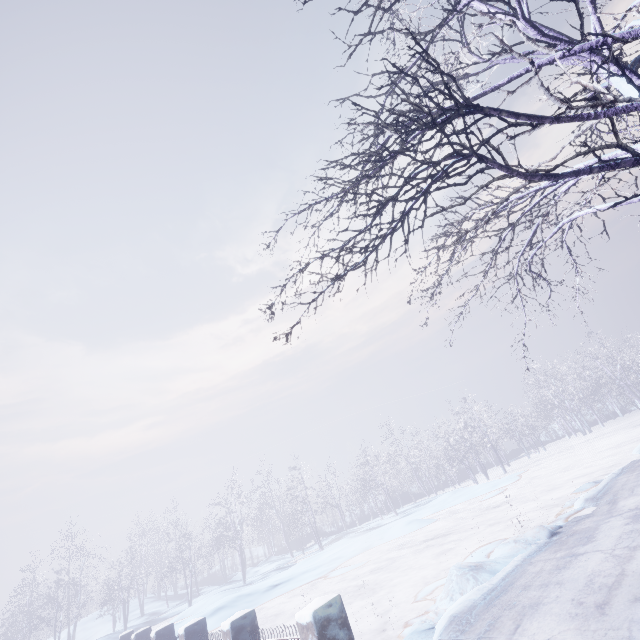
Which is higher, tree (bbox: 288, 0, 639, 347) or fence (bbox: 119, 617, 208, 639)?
tree (bbox: 288, 0, 639, 347)

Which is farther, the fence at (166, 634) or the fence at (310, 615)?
the fence at (166, 634)

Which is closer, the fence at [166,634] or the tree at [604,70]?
the tree at [604,70]

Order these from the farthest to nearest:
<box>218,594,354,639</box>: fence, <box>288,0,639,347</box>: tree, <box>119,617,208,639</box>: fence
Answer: <box>119,617,208,639</box>: fence
<box>218,594,354,639</box>: fence
<box>288,0,639,347</box>: tree

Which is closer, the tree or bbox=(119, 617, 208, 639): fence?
the tree

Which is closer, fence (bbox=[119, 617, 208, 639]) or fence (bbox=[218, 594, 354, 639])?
fence (bbox=[218, 594, 354, 639])

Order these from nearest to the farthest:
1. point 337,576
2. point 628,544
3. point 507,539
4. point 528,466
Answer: point 628,544, point 507,539, point 337,576, point 528,466
